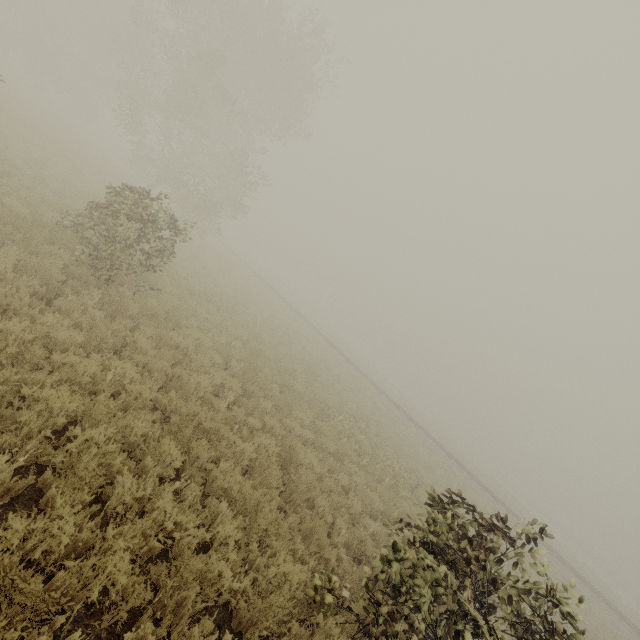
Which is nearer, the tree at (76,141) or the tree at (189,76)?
the tree at (189,76)

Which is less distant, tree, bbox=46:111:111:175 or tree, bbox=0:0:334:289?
tree, bbox=0:0:334:289

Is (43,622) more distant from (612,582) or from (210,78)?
(612,582)

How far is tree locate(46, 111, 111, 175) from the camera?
22.4m

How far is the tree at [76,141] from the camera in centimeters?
2237cm

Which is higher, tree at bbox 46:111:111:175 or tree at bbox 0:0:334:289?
tree at bbox 0:0:334:289
